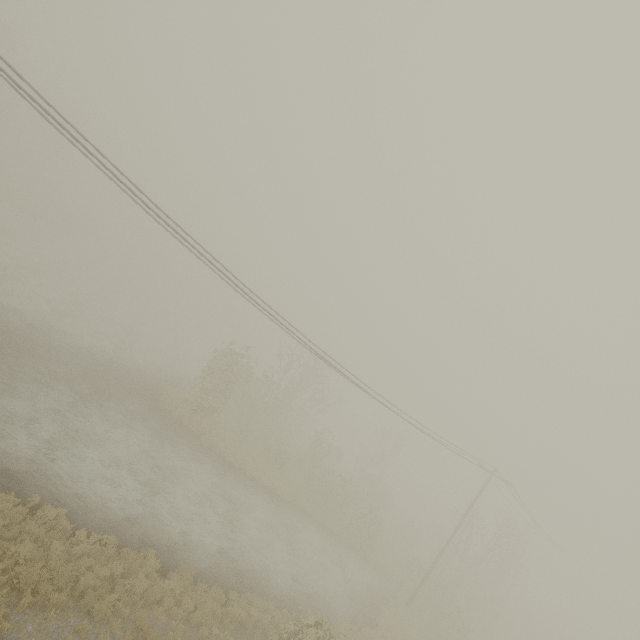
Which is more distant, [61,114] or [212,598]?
[212,598]
